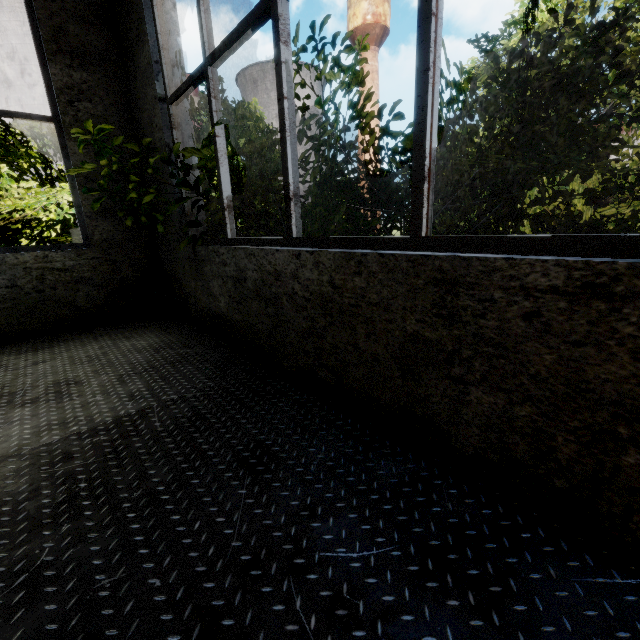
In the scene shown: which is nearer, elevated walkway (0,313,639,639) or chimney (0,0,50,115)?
elevated walkway (0,313,639,639)

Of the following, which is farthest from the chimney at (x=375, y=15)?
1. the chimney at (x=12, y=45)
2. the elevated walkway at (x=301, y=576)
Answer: the elevated walkway at (x=301, y=576)

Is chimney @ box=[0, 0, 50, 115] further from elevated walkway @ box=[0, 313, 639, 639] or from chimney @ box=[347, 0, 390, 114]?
elevated walkway @ box=[0, 313, 639, 639]

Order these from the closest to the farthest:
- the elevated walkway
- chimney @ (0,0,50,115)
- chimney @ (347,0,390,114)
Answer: the elevated walkway < chimney @ (0,0,50,115) < chimney @ (347,0,390,114)

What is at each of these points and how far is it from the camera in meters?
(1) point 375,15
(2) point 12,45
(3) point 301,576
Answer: (1) chimney, 53.2 m
(2) chimney, 48.9 m
(3) elevated walkway, 1.0 m

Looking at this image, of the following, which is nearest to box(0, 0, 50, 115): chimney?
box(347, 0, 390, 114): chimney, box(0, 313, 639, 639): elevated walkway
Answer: box(347, 0, 390, 114): chimney

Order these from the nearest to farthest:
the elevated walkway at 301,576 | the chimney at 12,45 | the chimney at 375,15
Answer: the elevated walkway at 301,576 → the chimney at 12,45 → the chimney at 375,15
